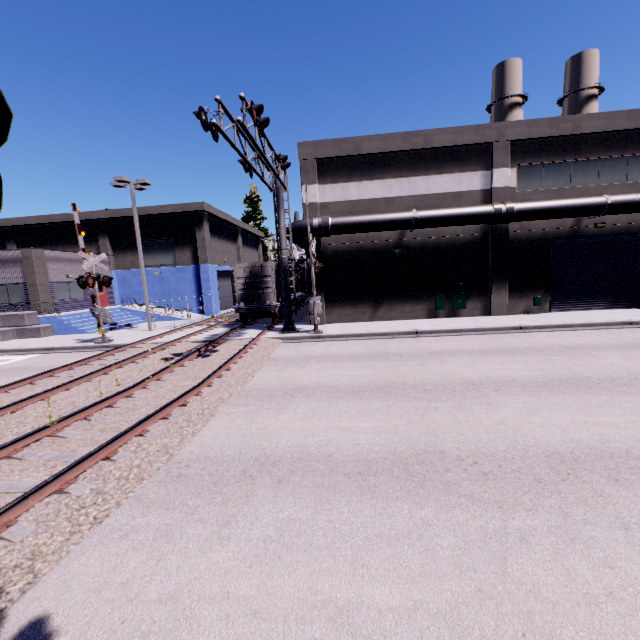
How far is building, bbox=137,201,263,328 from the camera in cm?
3044

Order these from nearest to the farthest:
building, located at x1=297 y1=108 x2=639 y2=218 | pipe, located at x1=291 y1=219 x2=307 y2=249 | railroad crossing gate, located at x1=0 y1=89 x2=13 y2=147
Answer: railroad crossing gate, located at x1=0 y1=89 x2=13 y2=147, building, located at x1=297 y1=108 x2=639 y2=218, pipe, located at x1=291 y1=219 x2=307 y2=249

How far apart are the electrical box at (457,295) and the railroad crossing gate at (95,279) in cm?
1867

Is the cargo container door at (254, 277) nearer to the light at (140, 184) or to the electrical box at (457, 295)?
the light at (140, 184)

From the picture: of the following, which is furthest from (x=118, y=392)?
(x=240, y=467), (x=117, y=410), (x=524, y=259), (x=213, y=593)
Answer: (x=524, y=259)

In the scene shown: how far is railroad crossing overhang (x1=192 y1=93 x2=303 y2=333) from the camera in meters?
10.0 m

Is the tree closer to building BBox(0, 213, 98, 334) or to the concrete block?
building BBox(0, 213, 98, 334)

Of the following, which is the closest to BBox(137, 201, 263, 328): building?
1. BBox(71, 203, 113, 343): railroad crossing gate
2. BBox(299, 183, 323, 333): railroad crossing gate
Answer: Answer: BBox(71, 203, 113, 343): railroad crossing gate
